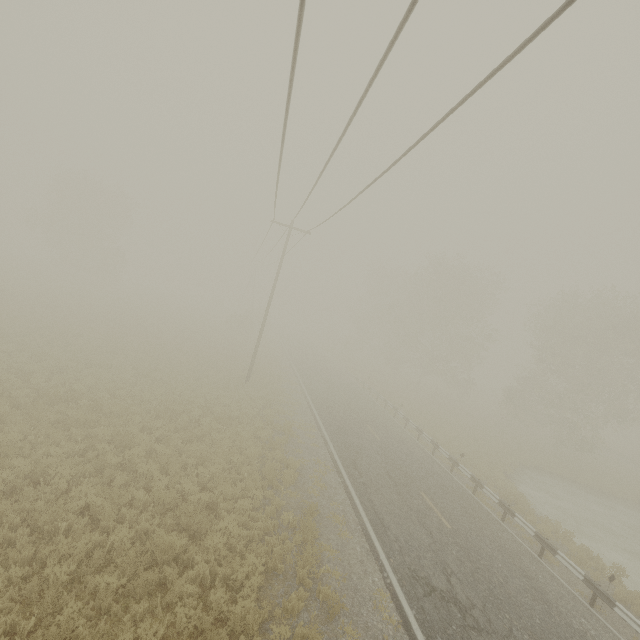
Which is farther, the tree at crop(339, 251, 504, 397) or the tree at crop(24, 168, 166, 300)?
the tree at crop(24, 168, 166, 300)

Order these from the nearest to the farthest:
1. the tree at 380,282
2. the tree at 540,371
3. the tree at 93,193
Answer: the tree at 540,371 < the tree at 380,282 < the tree at 93,193

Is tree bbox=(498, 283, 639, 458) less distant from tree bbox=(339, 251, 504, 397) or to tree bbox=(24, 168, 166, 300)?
tree bbox=(339, 251, 504, 397)

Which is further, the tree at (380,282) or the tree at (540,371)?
the tree at (380,282)

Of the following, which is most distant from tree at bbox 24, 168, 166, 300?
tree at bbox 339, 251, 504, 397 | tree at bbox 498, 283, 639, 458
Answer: tree at bbox 498, 283, 639, 458

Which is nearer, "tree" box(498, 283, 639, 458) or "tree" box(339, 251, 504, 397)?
"tree" box(498, 283, 639, 458)

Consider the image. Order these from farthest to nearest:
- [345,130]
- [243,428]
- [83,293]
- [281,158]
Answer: [83,293]
[243,428]
[281,158]
[345,130]
